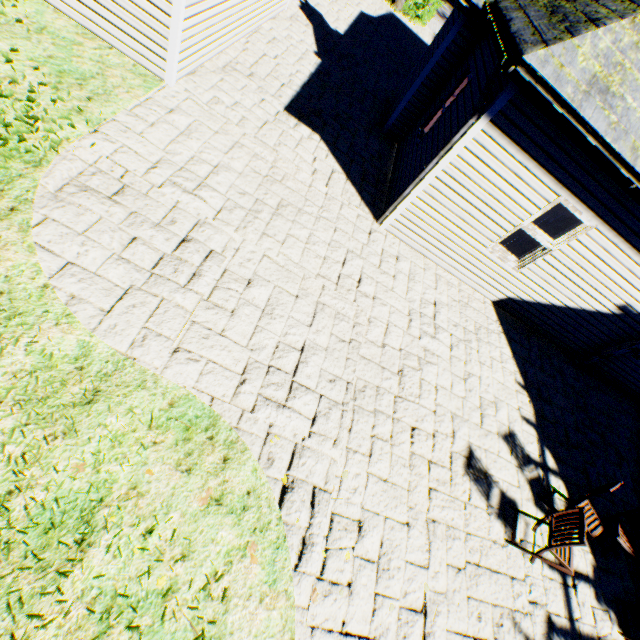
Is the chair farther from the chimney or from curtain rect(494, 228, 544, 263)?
the chimney

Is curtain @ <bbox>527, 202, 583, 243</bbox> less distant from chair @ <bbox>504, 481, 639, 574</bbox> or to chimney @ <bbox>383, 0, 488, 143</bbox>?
chimney @ <bbox>383, 0, 488, 143</bbox>

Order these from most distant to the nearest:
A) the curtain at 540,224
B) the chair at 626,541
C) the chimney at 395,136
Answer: the chimney at 395,136 < the curtain at 540,224 < the chair at 626,541

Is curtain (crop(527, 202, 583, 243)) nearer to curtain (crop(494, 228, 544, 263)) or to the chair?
curtain (crop(494, 228, 544, 263))

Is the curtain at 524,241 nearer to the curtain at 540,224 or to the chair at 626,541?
the curtain at 540,224

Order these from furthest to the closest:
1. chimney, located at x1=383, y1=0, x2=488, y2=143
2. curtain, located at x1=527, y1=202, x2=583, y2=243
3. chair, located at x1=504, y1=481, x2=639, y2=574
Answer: chimney, located at x1=383, y1=0, x2=488, y2=143 < curtain, located at x1=527, y1=202, x2=583, y2=243 < chair, located at x1=504, y1=481, x2=639, y2=574

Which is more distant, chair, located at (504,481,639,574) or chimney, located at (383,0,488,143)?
chimney, located at (383,0,488,143)

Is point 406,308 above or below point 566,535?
below
